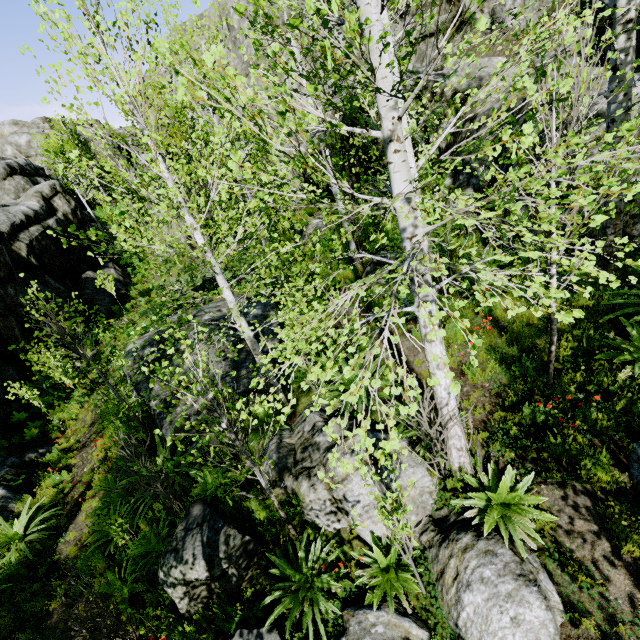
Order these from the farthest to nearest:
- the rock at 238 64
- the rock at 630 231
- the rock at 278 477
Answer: the rock at 238 64 < the rock at 630 231 < the rock at 278 477

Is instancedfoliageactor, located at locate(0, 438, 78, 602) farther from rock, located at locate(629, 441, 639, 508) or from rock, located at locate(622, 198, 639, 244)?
rock, located at locate(629, 441, 639, 508)

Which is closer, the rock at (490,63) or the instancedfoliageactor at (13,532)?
the instancedfoliageactor at (13,532)

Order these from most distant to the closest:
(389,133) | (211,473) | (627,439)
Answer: (211,473), (627,439), (389,133)

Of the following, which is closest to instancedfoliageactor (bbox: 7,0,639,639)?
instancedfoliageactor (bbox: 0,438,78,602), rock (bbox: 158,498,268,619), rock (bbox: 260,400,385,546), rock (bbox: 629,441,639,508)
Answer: rock (bbox: 260,400,385,546)

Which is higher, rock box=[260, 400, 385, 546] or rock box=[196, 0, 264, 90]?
rock box=[196, 0, 264, 90]

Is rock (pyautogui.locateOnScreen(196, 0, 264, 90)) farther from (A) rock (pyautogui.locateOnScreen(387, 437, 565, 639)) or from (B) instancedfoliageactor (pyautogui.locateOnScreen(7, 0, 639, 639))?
(A) rock (pyautogui.locateOnScreen(387, 437, 565, 639))

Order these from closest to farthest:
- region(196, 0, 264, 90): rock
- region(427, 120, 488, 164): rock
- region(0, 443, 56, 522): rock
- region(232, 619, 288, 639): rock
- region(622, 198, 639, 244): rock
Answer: region(232, 619, 288, 639): rock, region(622, 198, 639, 244): rock, region(0, 443, 56, 522): rock, region(427, 120, 488, 164): rock, region(196, 0, 264, 90): rock
